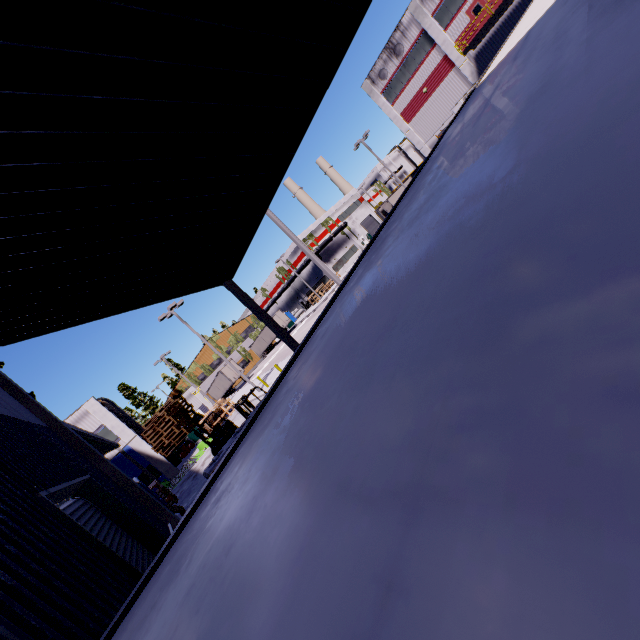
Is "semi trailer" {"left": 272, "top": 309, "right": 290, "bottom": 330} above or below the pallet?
below

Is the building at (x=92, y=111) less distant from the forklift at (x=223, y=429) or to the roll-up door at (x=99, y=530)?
the roll-up door at (x=99, y=530)

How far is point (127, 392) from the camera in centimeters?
5262cm

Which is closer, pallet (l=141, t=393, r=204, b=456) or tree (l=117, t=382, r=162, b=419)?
pallet (l=141, t=393, r=204, b=456)

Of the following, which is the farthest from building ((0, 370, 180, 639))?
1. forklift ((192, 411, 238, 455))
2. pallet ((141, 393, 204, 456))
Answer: forklift ((192, 411, 238, 455))

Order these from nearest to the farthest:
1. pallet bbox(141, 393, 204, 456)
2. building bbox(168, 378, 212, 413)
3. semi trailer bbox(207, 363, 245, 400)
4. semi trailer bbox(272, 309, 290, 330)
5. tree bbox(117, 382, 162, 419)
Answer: pallet bbox(141, 393, 204, 456) → building bbox(168, 378, 212, 413) → semi trailer bbox(207, 363, 245, 400) → tree bbox(117, 382, 162, 419) → semi trailer bbox(272, 309, 290, 330)

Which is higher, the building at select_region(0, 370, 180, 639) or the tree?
the tree

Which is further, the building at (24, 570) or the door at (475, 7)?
the door at (475, 7)
